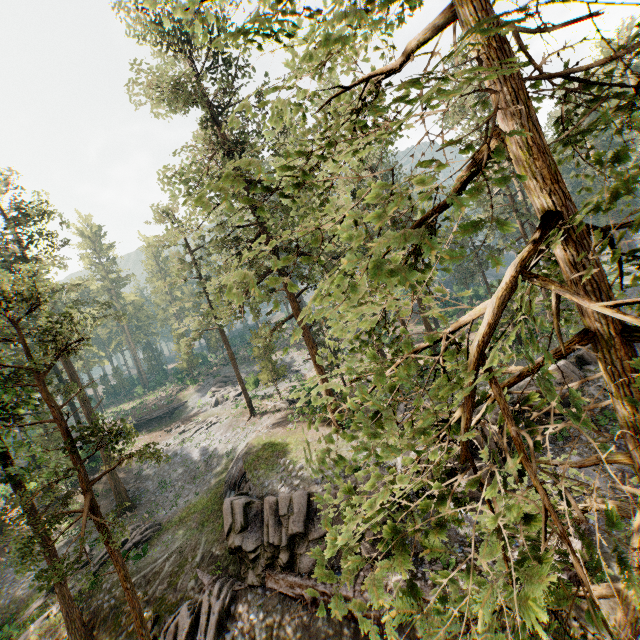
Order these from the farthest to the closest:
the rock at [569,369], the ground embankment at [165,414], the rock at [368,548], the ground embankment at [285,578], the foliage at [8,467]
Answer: the ground embankment at [165,414]
the rock at [569,369]
the rock at [368,548]
the ground embankment at [285,578]
the foliage at [8,467]

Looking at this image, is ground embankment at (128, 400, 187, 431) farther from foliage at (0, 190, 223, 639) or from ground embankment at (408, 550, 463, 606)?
ground embankment at (408, 550, 463, 606)

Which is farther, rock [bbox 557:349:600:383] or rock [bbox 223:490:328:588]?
rock [bbox 557:349:600:383]

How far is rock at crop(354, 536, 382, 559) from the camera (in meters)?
14.70

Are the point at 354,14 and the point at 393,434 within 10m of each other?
yes

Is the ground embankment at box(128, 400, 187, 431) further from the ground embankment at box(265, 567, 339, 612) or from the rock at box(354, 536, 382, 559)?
the ground embankment at box(265, 567, 339, 612)

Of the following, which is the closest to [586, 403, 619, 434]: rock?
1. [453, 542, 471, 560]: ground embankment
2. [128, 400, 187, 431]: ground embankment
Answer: [453, 542, 471, 560]: ground embankment

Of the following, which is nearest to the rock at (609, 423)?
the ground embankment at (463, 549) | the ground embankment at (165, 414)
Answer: the ground embankment at (463, 549)
